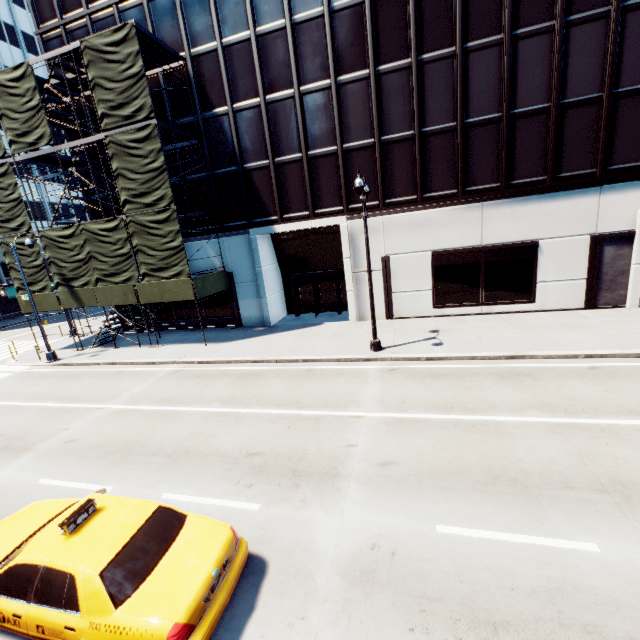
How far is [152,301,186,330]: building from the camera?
22.84m

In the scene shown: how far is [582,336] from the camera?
13.16m

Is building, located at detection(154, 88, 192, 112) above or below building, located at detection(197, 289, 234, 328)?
above

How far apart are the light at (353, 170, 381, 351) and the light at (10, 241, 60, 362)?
19.0m

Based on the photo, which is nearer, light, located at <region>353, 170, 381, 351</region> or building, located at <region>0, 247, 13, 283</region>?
light, located at <region>353, 170, 381, 351</region>

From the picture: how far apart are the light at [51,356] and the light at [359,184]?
19.0m

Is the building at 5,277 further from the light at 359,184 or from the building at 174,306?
the light at 359,184
